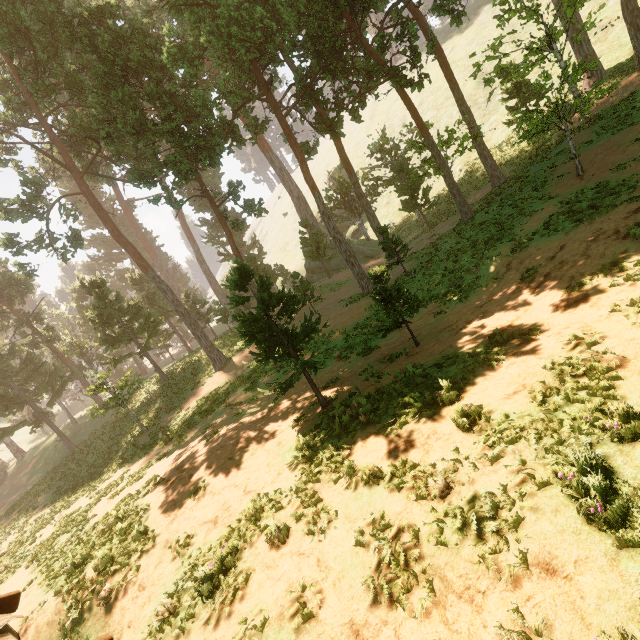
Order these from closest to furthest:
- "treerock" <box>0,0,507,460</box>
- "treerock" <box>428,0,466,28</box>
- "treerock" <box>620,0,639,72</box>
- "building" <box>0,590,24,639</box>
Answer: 1. "building" <box>0,590,24,639</box>
2. "treerock" <box>0,0,507,460</box>
3. "treerock" <box>428,0,466,28</box>
4. "treerock" <box>620,0,639,72</box>

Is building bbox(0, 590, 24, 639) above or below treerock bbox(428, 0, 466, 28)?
below

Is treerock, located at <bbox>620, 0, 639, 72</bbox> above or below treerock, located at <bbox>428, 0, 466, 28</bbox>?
below

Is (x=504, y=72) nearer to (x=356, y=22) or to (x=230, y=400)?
(x=356, y=22)

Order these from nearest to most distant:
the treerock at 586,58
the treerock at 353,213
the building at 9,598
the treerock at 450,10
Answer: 1. the building at 9,598
2. the treerock at 586,58
3. the treerock at 353,213
4. the treerock at 450,10

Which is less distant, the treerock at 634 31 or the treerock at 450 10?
the treerock at 450 10

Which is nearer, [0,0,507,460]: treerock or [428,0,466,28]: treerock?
[0,0,507,460]: treerock
